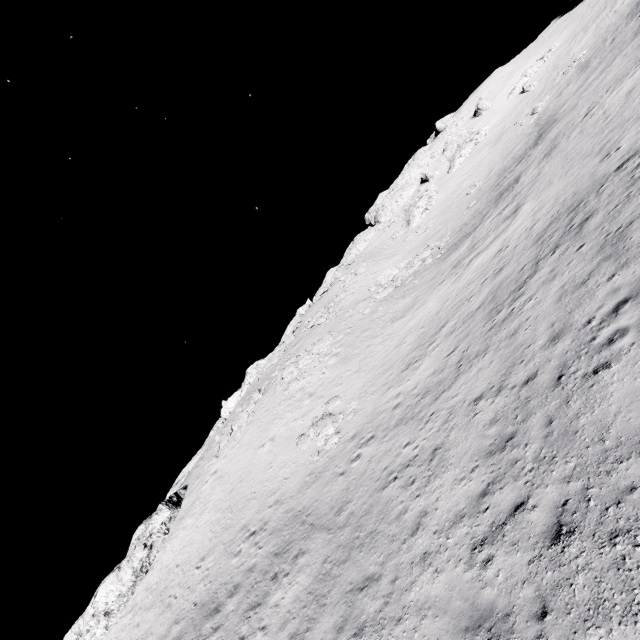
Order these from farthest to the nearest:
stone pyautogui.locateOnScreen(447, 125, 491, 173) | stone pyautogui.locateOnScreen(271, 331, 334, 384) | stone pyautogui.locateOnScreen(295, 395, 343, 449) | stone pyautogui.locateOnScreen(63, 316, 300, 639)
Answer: stone pyautogui.locateOnScreen(447, 125, 491, 173)
stone pyautogui.locateOnScreen(271, 331, 334, 384)
stone pyautogui.locateOnScreen(63, 316, 300, 639)
stone pyautogui.locateOnScreen(295, 395, 343, 449)

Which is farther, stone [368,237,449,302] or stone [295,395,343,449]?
stone [368,237,449,302]

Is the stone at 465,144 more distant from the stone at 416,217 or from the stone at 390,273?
the stone at 390,273

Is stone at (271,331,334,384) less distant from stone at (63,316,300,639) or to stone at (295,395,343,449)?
stone at (295,395,343,449)

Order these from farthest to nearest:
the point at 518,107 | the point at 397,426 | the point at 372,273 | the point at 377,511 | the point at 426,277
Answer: the point at 518,107 < the point at 372,273 < the point at 426,277 < the point at 397,426 < the point at 377,511

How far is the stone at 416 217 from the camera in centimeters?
4738cm

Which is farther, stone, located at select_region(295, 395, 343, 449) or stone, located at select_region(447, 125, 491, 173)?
stone, located at select_region(447, 125, 491, 173)

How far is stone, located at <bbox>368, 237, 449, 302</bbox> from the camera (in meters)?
33.08
